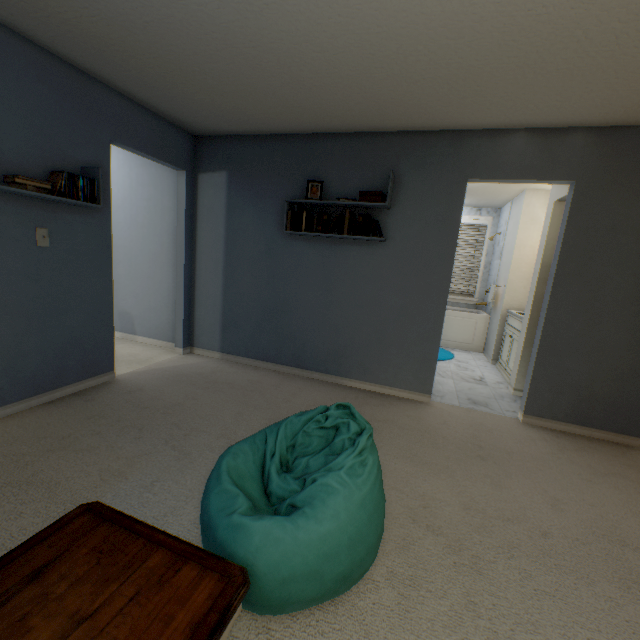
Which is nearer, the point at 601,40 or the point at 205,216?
the point at 601,40

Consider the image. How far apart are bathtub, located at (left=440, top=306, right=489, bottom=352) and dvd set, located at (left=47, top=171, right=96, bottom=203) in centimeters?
441cm

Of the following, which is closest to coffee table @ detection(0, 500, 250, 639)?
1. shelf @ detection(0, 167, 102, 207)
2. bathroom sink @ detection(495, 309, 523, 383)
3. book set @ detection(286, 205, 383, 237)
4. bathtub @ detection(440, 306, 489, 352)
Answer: shelf @ detection(0, 167, 102, 207)

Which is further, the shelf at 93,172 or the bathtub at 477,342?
the bathtub at 477,342

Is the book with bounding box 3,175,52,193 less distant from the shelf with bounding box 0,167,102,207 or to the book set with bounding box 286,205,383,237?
the shelf with bounding box 0,167,102,207

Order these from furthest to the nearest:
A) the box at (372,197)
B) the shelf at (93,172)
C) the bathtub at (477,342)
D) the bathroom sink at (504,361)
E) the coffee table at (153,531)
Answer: the bathtub at (477,342), the bathroom sink at (504,361), the box at (372,197), the shelf at (93,172), the coffee table at (153,531)

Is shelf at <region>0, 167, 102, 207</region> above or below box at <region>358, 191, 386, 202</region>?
below

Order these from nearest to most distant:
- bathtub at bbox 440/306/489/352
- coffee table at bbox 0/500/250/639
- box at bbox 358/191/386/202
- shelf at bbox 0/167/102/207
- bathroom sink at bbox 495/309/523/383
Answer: coffee table at bbox 0/500/250/639, shelf at bbox 0/167/102/207, box at bbox 358/191/386/202, bathroom sink at bbox 495/309/523/383, bathtub at bbox 440/306/489/352
